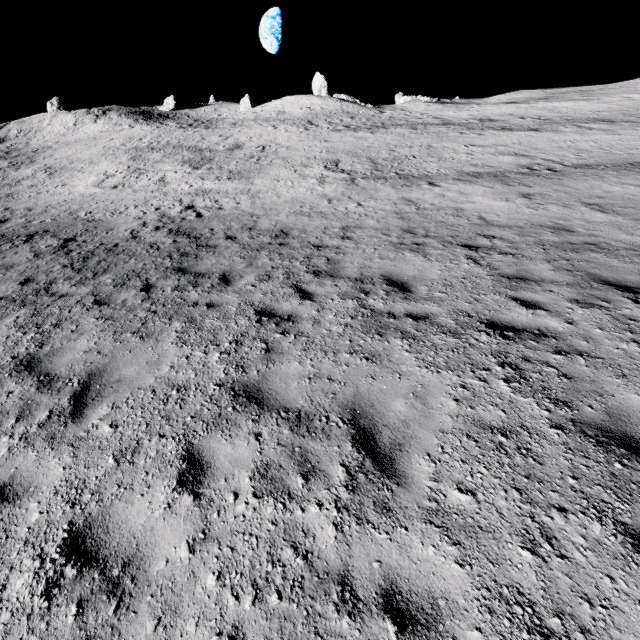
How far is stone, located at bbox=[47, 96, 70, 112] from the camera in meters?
55.3 m

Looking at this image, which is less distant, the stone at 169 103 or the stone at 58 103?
the stone at 58 103

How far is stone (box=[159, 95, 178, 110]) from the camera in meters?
59.2 m

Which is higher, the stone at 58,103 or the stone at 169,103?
the stone at 58,103

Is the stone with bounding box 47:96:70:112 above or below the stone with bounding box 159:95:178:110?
above

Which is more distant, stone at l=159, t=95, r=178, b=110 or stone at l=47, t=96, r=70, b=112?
stone at l=159, t=95, r=178, b=110

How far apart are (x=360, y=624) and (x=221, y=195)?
19.26m
